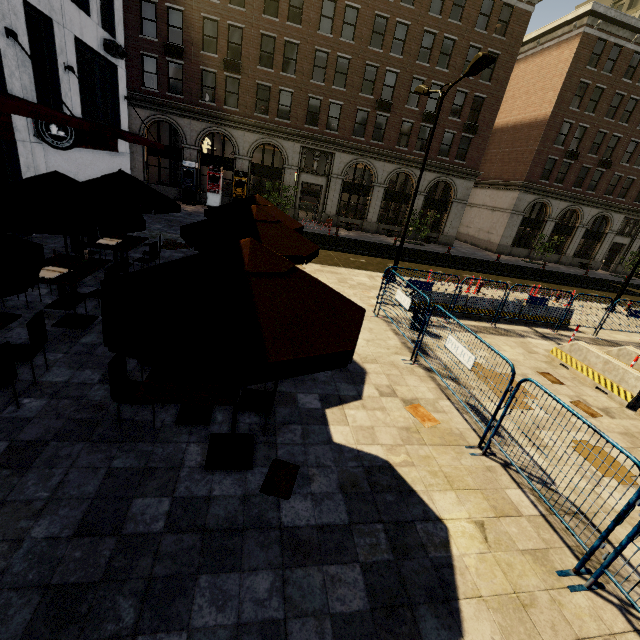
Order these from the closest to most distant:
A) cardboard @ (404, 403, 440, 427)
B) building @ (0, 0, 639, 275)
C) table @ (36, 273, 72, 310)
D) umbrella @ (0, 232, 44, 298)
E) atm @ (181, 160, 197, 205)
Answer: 1. umbrella @ (0, 232, 44, 298)
2. cardboard @ (404, 403, 440, 427)
3. table @ (36, 273, 72, 310)
4. building @ (0, 0, 639, 275)
5. atm @ (181, 160, 197, 205)

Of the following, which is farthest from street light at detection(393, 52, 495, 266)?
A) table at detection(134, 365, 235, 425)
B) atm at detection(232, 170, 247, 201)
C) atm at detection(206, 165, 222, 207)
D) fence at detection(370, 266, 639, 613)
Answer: atm at detection(206, 165, 222, 207)

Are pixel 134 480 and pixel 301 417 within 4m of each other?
yes

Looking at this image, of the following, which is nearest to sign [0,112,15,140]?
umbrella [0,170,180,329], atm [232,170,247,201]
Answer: umbrella [0,170,180,329]

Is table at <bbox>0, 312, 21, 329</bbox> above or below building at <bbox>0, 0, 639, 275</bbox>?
below

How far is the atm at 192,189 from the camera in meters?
24.7

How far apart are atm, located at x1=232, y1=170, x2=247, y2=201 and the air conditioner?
10.05m

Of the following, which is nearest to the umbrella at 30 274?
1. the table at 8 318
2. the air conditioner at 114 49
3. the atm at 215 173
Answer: the table at 8 318
